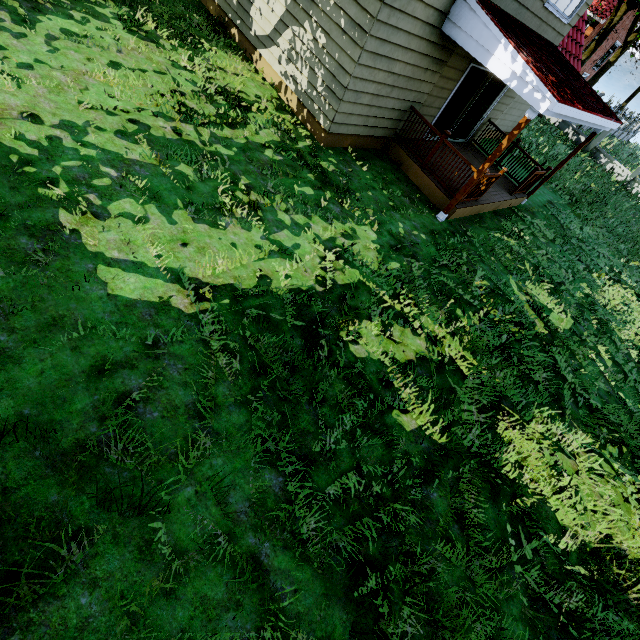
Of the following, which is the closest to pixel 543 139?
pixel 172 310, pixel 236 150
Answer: pixel 236 150

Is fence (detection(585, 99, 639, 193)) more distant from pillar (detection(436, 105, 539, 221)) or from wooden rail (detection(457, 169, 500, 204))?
pillar (detection(436, 105, 539, 221))

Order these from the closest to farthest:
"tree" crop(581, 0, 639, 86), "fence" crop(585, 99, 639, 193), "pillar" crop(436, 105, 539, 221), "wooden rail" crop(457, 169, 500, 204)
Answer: "pillar" crop(436, 105, 539, 221) < "wooden rail" crop(457, 169, 500, 204) < "tree" crop(581, 0, 639, 86) < "fence" crop(585, 99, 639, 193)

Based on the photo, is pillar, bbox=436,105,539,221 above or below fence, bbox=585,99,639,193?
above

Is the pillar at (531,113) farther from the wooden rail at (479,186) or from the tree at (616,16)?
the tree at (616,16)

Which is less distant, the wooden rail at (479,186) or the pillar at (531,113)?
the pillar at (531,113)

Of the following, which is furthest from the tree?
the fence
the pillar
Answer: the pillar

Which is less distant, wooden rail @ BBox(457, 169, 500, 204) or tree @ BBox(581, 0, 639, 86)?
wooden rail @ BBox(457, 169, 500, 204)
